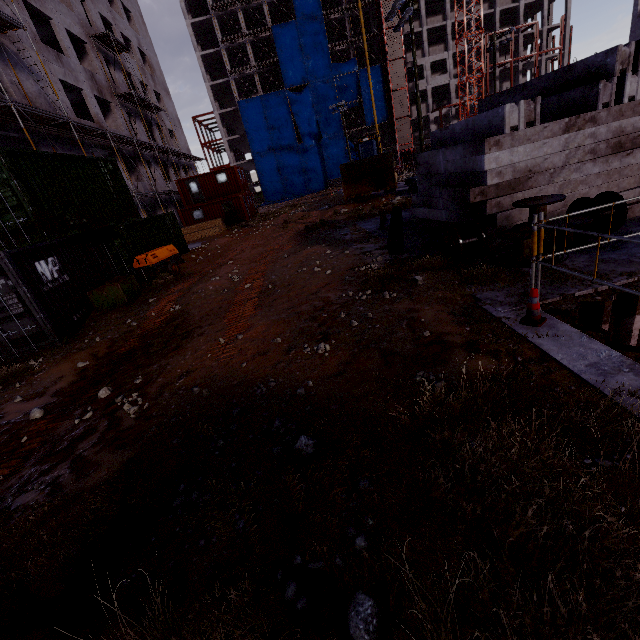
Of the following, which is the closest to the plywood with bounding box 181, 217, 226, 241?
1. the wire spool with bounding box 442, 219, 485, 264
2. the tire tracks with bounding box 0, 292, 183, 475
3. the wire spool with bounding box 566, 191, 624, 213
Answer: the tire tracks with bounding box 0, 292, 183, 475

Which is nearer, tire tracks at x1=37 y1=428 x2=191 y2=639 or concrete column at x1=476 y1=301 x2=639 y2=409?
tire tracks at x1=37 y1=428 x2=191 y2=639

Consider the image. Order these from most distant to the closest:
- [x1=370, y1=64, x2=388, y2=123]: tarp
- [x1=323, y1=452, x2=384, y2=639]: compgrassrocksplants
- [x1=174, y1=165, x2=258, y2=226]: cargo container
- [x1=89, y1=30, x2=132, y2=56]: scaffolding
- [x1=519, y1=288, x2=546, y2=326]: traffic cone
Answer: [x1=370, y1=64, x2=388, y2=123]: tarp, [x1=174, y1=165, x2=258, y2=226]: cargo container, [x1=89, y1=30, x2=132, y2=56]: scaffolding, [x1=519, y1=288, x2=546, y2=326]: traffic cone, [x1=323, y1=452, x2=384, y2=639]: compgrassrocksplants

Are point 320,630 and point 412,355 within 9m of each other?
yes

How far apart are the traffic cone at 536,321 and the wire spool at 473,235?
2.62m

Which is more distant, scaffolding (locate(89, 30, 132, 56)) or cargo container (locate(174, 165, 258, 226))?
cargo container (locate(174, 165, 258, 226))

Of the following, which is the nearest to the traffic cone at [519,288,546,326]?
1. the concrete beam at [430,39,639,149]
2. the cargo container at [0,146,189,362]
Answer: the concrete beam at [430,39,639,149]

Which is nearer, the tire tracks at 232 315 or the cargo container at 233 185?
the tire tracks at 232 315
